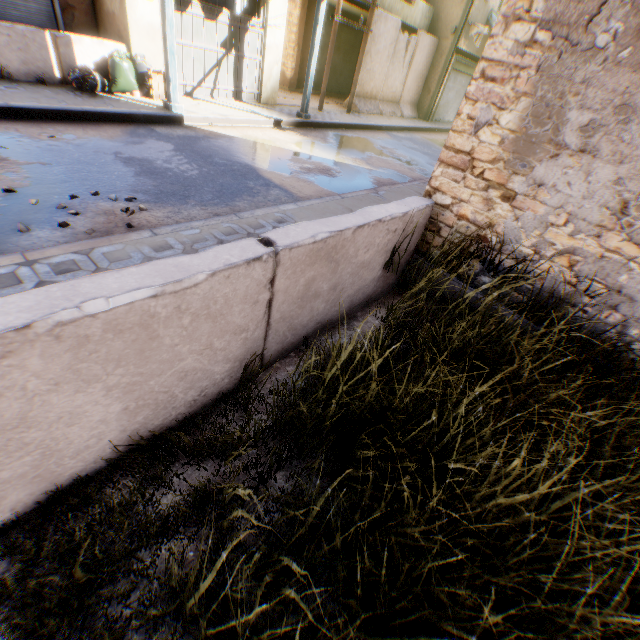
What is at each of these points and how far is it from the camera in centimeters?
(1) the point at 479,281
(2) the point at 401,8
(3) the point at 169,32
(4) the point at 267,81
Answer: (1) building, 367cm
(2) balcony, 1409cm
(3) wooden beam, 671cm
(4) building, 1057cm

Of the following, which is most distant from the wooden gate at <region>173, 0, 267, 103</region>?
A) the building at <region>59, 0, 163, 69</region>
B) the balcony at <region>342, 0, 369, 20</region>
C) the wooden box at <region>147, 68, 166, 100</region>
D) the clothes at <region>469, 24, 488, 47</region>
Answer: the clothes at <region>469, 24, 488, 47</region>

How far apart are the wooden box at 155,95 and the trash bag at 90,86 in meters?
0.1 m

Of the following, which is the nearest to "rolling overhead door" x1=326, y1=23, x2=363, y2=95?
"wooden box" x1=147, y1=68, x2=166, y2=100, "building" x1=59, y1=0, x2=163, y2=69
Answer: "building" x1=59, y1=0, x2=163, y2=69

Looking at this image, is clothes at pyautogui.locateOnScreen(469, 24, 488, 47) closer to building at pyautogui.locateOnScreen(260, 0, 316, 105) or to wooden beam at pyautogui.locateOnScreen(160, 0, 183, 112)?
building at pyautogui.locateOnScreen(260, 0, 316, 105)

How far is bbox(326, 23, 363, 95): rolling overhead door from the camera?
15.7m

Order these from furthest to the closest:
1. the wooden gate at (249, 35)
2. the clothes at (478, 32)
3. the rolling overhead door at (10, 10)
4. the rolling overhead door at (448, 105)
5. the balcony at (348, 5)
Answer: the rolling overhead door at (448, 105) < the clothes at (478, 32) < the balcony at (348, 5) < the wooden gate at (249, 35) < the rolling overhead door at (10, 10)

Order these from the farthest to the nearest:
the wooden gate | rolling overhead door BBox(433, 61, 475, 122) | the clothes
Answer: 1. rolling overhead door BBox(433, 61, 475, 122)
2. the clothes
3. the wooden gate
